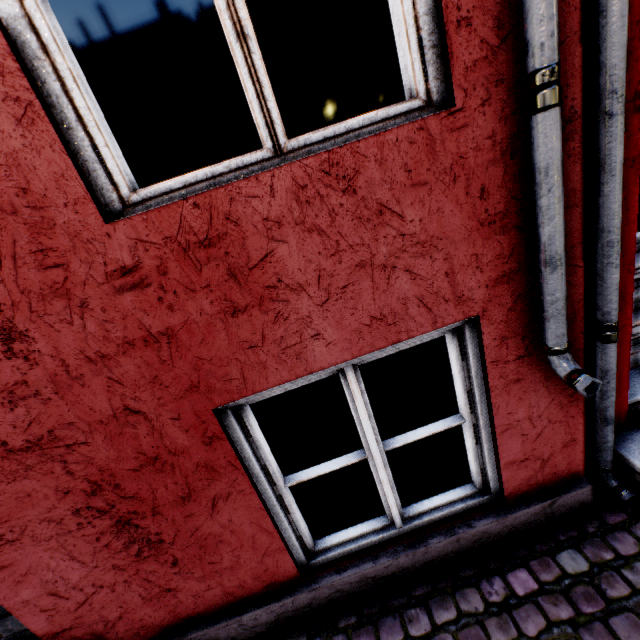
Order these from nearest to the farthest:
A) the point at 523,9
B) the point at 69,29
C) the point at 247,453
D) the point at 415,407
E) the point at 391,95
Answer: the point at 523,9 < the point at 247,453 < the point at 391,95 < the point at 415,407 < the point at 69,29
